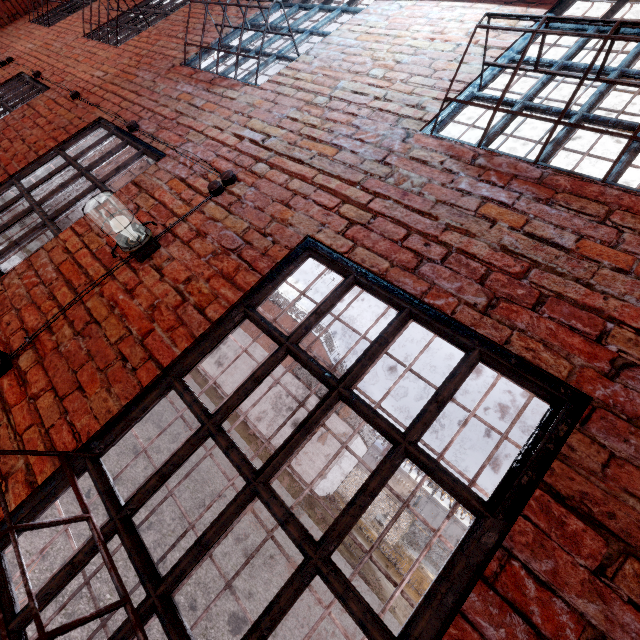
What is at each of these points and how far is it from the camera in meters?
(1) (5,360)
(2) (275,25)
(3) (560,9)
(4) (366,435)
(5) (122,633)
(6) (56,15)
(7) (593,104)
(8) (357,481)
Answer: (1) wiring, 1.7
(2) metal bar, 3.4
(3) metal bar, 2.4
(4) metal railing, 20.1
(5) metal bar, 1.1
(6) metal bar, 6.3
(7) metal bar, 1.8
(8) fence, 27.0

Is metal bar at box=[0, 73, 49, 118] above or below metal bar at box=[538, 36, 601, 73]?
below

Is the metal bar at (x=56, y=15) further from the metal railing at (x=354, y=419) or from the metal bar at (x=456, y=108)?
the metal railing at (x=354, y=419)

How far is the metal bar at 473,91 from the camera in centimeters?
204cm

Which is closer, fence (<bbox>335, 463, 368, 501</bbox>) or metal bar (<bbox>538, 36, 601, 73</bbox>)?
metal bar (<bbox>538, 36, 601, 73</bbox>)

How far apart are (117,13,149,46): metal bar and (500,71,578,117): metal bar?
4.5m

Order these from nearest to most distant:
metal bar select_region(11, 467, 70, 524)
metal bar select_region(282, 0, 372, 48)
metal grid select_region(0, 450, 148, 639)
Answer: metal grid select_region(0, 450, 148, 639)
metal bar select_region(11, 467, 70, 524)
metal bar select_region(282, 0, 372, 48)

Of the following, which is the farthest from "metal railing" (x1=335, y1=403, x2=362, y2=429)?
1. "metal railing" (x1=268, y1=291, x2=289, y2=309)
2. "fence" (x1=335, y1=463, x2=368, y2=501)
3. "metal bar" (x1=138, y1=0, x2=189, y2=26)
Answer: "metal bar" (x1=138, y1=0, x2=189, y2=26)
